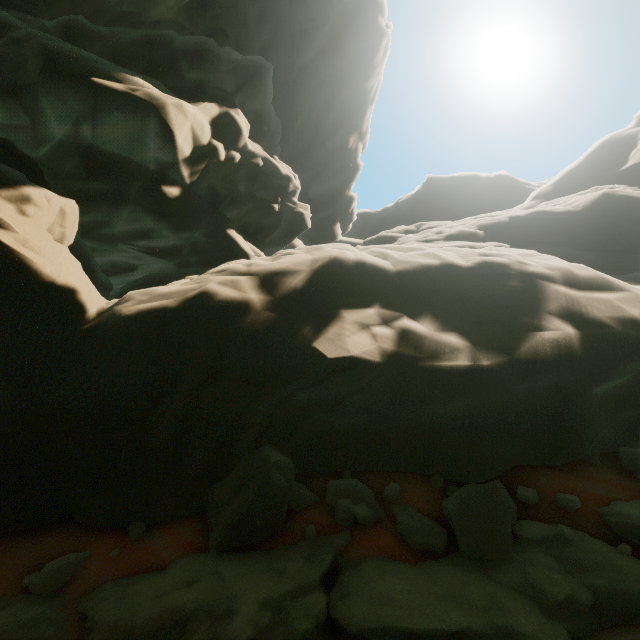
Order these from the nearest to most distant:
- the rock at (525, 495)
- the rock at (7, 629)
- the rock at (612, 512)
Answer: the rock at (7, 629), the rock at (612, 512), the rock at (525, 495)

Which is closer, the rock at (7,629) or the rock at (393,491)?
the rock at (7,629)

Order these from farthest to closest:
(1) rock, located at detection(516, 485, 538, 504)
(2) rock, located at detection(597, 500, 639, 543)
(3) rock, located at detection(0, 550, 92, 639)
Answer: (1) rock, located at detection(516, 485, 538, 504), (2) rock, located at detection(597, 500, 639, 543), (3) rock, located at detection(0, 550, 92, 639)

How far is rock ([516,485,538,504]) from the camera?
5.0 meters

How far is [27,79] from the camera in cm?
766
